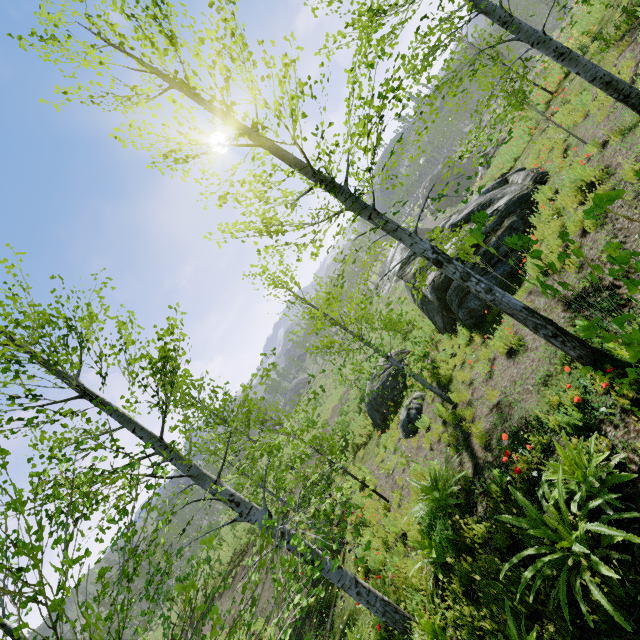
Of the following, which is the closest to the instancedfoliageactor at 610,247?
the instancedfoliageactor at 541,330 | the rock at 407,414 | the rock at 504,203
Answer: the instancedfoliageactor at 541,330

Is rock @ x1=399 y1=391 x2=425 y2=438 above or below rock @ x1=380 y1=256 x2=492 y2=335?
below

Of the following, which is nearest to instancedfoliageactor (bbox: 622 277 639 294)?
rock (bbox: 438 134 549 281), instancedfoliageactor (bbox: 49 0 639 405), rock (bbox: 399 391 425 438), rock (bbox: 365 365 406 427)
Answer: instancedfoliageactor (bbox: 49 0 639 405)

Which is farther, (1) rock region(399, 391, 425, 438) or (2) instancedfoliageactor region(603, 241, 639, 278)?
(1) rock region(399, 391, 425, 438)

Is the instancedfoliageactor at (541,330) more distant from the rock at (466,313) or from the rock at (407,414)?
the rock at (407,414)

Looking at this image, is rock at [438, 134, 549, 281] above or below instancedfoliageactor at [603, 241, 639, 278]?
below

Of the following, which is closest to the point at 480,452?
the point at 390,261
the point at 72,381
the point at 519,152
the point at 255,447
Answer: the point at 255,447
